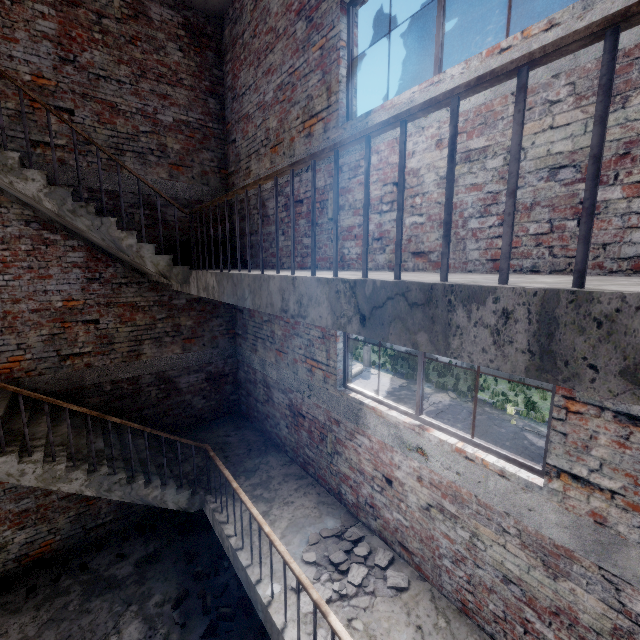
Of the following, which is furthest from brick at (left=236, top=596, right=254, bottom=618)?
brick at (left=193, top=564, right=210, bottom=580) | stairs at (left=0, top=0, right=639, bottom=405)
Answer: stairs at (left=0, top=0, right=639, bottom=405)

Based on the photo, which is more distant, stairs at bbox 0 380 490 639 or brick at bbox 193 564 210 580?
brick at bbox 193 564 210 580

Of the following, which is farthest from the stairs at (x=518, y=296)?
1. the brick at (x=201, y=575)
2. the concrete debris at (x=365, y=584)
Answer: the brick at (x=201, y=575)

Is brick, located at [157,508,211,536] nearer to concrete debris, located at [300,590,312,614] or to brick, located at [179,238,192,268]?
concrete debris, located at [300,590,312,614]

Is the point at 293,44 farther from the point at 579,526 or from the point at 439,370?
the point at 439,370

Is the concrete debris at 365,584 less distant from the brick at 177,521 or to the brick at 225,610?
the brick at 225,610

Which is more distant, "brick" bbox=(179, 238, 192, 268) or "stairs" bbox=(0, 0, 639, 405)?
"brick" bbox=(179, 238, 192, 268)

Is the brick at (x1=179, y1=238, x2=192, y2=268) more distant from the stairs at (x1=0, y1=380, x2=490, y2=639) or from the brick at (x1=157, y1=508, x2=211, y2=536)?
the brick at (x1=157, y1=508, x2=211, y2=536)
